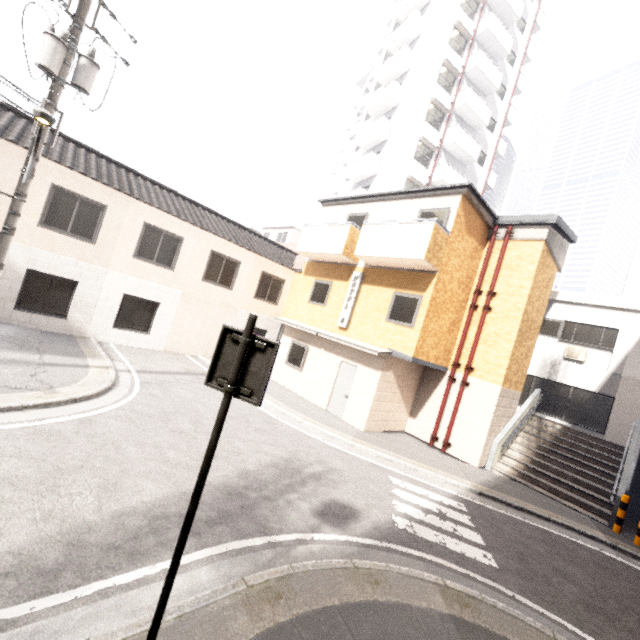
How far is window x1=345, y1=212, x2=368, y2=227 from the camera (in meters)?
13.63

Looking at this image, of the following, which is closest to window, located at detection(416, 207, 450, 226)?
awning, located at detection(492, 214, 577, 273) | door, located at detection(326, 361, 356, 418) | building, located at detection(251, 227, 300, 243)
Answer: awning, located at detection(492, 214, 577, 273)

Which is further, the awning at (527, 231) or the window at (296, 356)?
the window at (296, 356)

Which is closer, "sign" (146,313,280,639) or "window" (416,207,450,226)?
"sign" (146,313,280,639)

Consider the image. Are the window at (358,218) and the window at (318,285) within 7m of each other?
yes

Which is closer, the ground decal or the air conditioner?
the ground decal

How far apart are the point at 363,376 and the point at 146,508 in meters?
8.4 m

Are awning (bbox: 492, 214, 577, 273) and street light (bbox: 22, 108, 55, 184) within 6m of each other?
no
